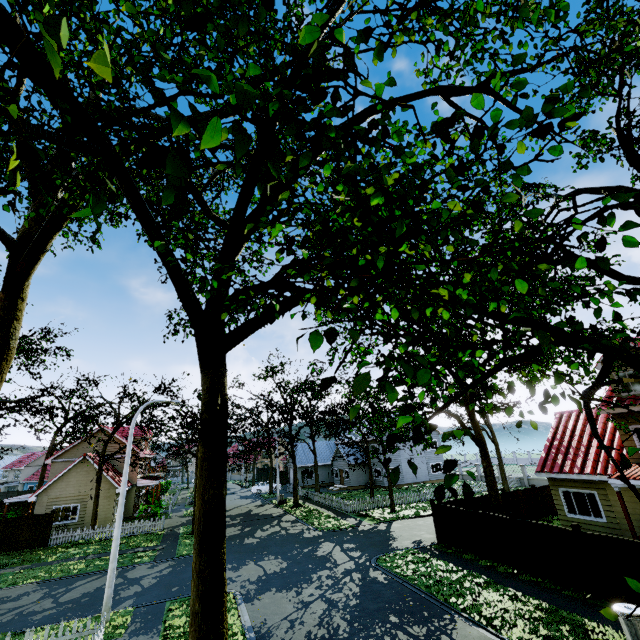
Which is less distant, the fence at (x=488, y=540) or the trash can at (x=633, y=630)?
the trash can at (x=633, y=630)

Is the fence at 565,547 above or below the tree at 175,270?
below

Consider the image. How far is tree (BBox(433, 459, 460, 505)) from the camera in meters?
2.7 m

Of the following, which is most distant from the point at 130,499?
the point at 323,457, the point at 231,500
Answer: the point at 323,457

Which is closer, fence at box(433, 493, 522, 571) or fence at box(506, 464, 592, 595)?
fence at box(506, 464, 592, 595)

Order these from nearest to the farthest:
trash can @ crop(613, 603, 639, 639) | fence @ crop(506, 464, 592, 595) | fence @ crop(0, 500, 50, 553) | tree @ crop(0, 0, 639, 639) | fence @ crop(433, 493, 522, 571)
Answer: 1. tree @ crop(0, 0, 639, 639)
2. trash can @ crop(613, 603, 639, 639)
3. fence @ crop(506, 464, 592, 595)
4. fence @ crop(433, 493, 522, 571)
5. fence @ crop(0, 500, 50, 553)

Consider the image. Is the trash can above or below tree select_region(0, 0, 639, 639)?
below
